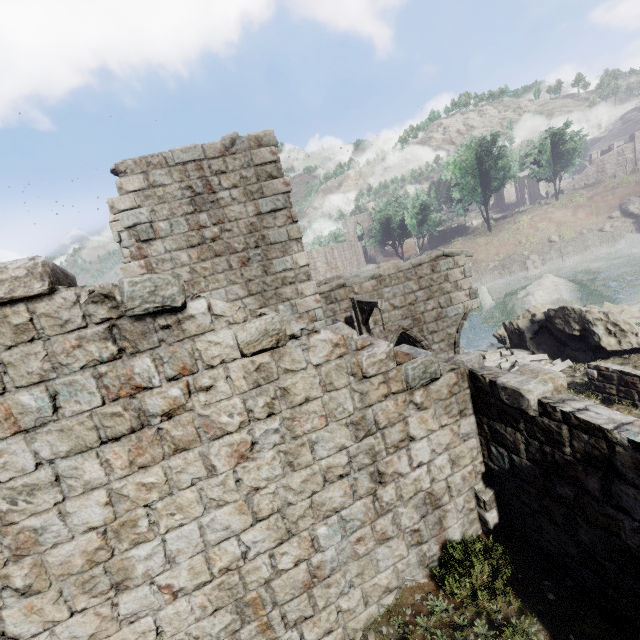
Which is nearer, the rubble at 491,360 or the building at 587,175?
the rubble at 491,360

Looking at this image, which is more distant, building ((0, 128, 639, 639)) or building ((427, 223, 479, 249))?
building ((427, 223, 479, 249))

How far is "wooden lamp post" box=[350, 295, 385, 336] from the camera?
8.5m

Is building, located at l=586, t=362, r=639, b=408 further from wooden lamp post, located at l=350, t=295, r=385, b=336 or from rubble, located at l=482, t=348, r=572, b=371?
wooden lamp post, located at l=350, t=295, r=385, b=336

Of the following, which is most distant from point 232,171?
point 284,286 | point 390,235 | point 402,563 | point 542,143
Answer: point 542,143

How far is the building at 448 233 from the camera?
51.13m

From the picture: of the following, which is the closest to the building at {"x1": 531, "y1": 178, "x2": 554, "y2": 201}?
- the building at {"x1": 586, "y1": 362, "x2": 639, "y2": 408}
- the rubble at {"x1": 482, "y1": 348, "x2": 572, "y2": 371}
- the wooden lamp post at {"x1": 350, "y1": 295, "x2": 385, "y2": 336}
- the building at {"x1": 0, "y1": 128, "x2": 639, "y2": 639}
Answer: the building at {"x1": 0, "y1": 128, "x2": 639, "y2": 639}

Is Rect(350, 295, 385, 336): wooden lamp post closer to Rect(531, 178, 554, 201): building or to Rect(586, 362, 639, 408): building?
Rect(586, 362, 639, 408): building
